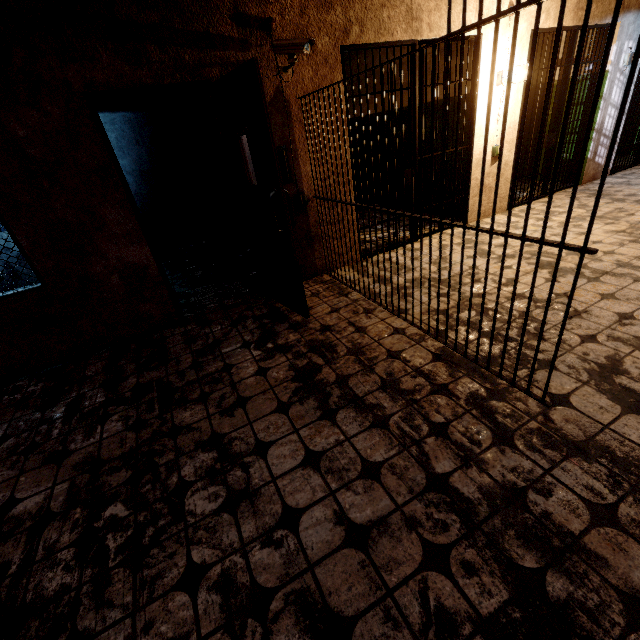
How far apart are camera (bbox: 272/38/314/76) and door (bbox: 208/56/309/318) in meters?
0.5 m

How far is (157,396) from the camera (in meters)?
2.66

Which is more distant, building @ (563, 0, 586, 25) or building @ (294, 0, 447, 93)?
building @ (563, 0, 586, 25)

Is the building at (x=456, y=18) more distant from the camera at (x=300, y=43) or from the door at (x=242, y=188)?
the door at (x=242, y=188)

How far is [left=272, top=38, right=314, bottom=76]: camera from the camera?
2.90m

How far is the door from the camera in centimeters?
252cm

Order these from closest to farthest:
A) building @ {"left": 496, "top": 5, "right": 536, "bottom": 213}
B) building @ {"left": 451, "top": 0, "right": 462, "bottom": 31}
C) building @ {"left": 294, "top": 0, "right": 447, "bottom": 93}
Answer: building @ {"left": 294, "top": 0, "right": 447, "bottom": 93}, building @ {"left": 451, "top": 0, "right": 462, "bottom": 31}, building @ {"left": 496, "top": 5, "right": 536, "bottom": 213}
